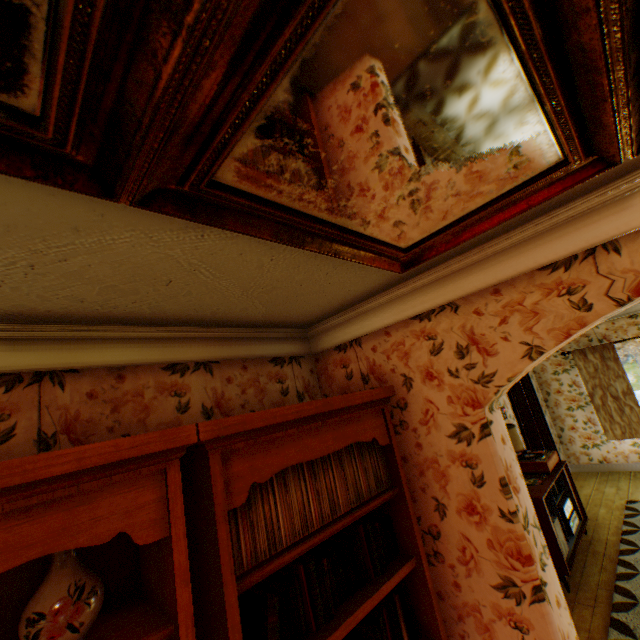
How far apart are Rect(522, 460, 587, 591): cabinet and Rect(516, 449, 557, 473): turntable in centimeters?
3cm

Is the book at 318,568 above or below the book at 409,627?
above

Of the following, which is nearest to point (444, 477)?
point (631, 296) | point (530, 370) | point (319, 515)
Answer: point (319, 515)

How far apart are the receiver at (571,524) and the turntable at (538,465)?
0.60m

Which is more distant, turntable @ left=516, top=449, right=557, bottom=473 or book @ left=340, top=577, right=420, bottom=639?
turntable @ left=516, top=449, right=557, bottom=473

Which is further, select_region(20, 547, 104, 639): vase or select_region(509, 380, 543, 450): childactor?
select_region(509, 380, 543, 450): childactor

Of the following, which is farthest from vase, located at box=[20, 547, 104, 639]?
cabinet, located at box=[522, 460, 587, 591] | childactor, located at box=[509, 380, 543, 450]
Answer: childactor, located at box=[509, 380, 543, 450]

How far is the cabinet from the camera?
3.60m
